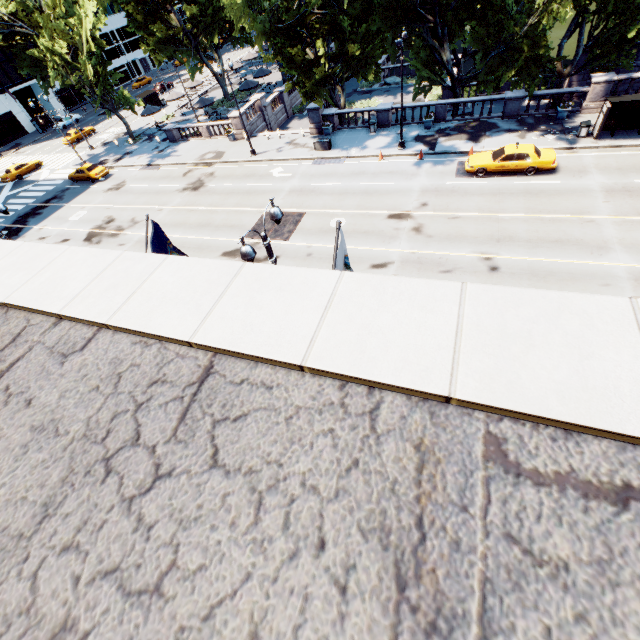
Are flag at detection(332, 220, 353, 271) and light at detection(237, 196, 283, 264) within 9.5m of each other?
yes

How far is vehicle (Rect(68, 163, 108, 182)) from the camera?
35.2m

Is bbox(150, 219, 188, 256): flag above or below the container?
above

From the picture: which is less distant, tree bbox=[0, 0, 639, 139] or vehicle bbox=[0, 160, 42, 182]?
Answer: tree bbox=[0, 0, 639, 139]

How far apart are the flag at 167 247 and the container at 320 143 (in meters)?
23.57

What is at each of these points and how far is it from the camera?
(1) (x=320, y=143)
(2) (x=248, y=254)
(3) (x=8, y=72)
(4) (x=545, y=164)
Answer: (1) container, 29.0 meters
(2) light, 8.6 meters
(3) building, 55.8 meters
(4) vehicle, 20.2 meters

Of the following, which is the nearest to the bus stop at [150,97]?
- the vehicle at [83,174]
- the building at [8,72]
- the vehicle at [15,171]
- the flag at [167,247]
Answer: the building at [8,72]

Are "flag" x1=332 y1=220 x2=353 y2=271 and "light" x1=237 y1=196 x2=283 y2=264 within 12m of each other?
yes
